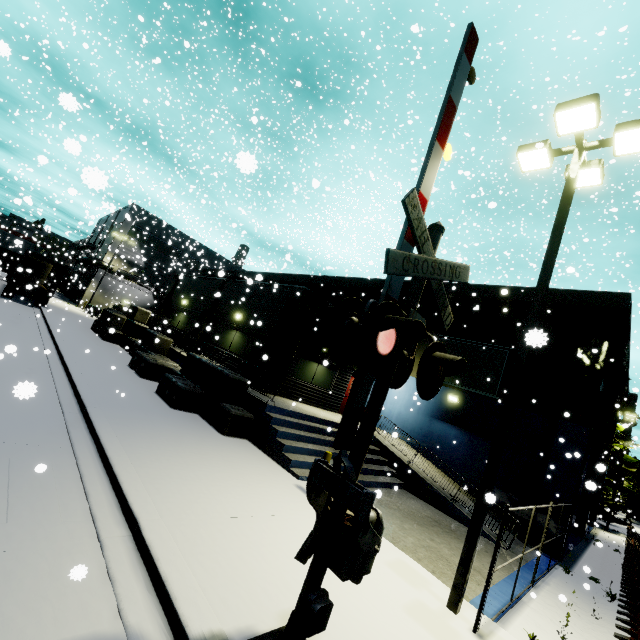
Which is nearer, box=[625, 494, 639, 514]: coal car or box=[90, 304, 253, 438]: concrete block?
box=[90, 304, 253, 438]: concrete block

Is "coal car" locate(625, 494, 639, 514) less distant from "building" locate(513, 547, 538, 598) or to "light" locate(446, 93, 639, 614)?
"building" locate(513, 547, 538, 598)

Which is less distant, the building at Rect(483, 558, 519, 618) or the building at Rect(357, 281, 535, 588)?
the building at Rect(483, 558, 519, 618)

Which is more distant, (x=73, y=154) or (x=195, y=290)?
(x=195, y=290)

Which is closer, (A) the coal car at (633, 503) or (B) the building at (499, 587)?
(B) the building at (499, 587)

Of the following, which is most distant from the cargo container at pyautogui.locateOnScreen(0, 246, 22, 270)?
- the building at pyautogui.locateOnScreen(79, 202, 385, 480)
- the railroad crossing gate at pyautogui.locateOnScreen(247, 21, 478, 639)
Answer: the railroad crossing gate at pyautogui.locateOnScreen(247, 21, 478, 639)

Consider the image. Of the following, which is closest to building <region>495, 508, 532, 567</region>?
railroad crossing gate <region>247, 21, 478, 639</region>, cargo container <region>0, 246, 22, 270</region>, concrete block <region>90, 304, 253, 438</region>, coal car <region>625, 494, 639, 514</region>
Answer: concrete block <region>90, 304, 253, 438</region>

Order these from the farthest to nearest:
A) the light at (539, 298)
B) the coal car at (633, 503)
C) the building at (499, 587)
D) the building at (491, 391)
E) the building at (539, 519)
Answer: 1. the coal car at (633, 503)
2. the building at (539, 519)
3. the building at (491, 391)
4. the building at (499, 587)
5. the light at (539, 298)
